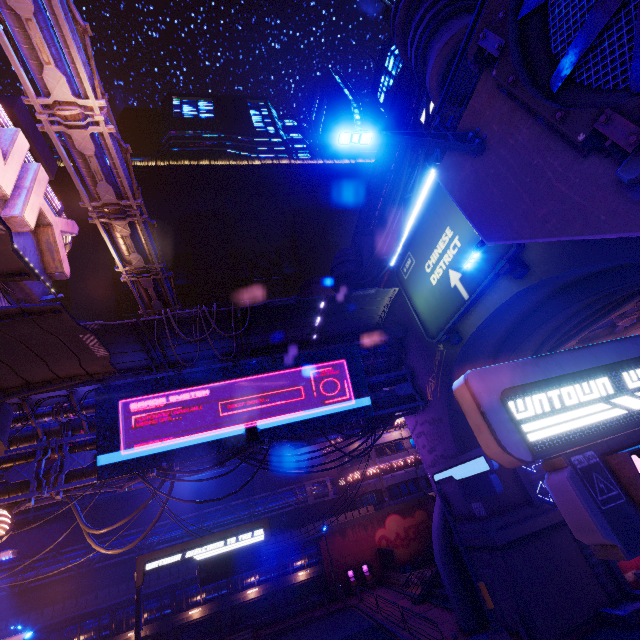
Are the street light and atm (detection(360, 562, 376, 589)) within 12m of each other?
no

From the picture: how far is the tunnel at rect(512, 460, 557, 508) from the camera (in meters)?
16.45

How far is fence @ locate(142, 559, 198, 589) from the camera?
29.9m

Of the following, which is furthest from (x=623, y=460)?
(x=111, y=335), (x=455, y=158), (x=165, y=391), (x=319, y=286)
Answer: (x=319, y=286)

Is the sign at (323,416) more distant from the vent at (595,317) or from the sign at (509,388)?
the vent at (595,317)

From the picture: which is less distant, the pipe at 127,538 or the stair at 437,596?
the stair at 437,596

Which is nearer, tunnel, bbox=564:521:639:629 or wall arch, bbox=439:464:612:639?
tunnel, bbox=564:521:639:629

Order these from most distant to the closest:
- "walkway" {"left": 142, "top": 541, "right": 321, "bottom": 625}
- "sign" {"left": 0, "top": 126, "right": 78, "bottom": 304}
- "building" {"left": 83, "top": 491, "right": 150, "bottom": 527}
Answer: "building" {"left": 83, "top": 491, "right": 150, "bottom": 527}, "walkway" {"left": 142, "top": 541, "right": 321, "bottom": 625}, "sign" {"left": 0, "top": 126, "right": 78, "bottom": 304}
